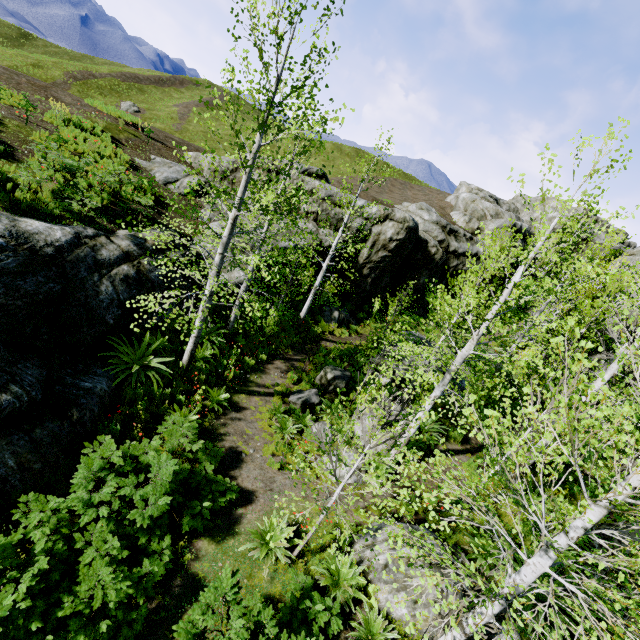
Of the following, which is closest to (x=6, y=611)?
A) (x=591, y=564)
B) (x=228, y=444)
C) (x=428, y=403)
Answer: (x=228, y=444)

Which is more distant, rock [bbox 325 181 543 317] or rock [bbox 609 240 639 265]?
rock [bbox 609 240 639 265]

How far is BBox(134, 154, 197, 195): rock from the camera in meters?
16.5 m

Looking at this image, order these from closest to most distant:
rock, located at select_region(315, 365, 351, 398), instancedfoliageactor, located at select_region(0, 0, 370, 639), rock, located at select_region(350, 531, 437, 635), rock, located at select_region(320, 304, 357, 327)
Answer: instancedfoliageactor, located at select_region(0, 0, 370, 639)
rock, located at select_region(350, 531, 437, 635)
rock, located at select_region(315, 365, 351, 398)
rock, located at select_region(320, 304, 357, 327)

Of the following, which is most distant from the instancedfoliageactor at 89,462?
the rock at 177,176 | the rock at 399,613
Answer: the rock at 399,613

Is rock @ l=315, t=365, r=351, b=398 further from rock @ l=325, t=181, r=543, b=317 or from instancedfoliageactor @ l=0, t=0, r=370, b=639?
rock @ l=325, t=181, r=543, b=317

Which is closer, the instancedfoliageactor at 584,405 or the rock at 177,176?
the instancedfoliageactor at 584,405
